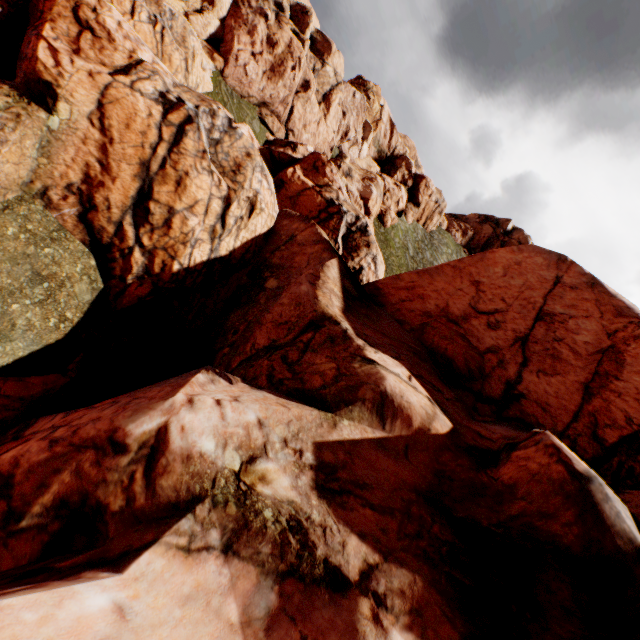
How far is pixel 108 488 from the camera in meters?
5.7
